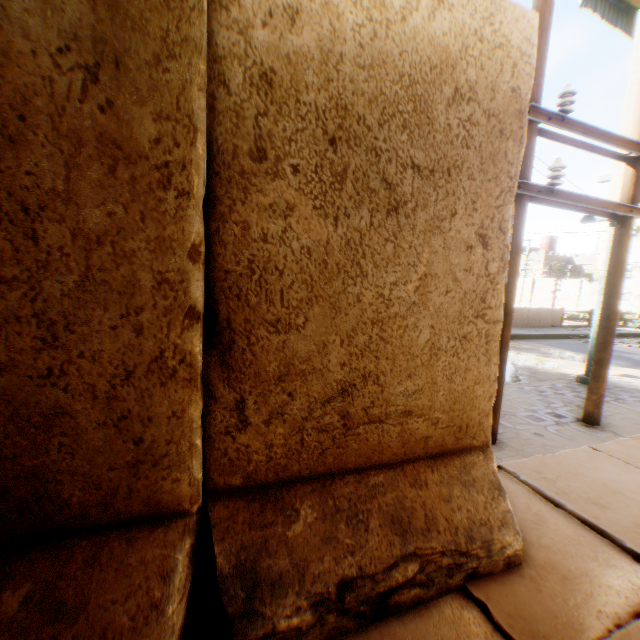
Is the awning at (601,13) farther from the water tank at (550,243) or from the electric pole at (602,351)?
the water tank at (550,243)

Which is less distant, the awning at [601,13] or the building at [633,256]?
the awning at [601,13]

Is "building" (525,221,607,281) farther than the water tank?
No

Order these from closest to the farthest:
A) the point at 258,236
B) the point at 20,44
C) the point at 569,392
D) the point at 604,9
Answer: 1. the point at 20,44
2. the point at 258,236
3. the point at 569,392
4. the point at 604,9

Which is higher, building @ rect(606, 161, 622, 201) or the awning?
the awning

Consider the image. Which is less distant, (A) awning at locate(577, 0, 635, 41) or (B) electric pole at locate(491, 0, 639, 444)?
(B) electric pole at locate(491, 0, 639, 444)

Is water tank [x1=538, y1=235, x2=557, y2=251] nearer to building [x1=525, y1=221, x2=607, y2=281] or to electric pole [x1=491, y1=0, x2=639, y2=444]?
building [x1=525, y1=221, x2=607, y2=281]

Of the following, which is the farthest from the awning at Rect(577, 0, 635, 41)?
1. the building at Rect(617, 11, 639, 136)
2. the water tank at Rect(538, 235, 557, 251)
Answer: the water tank at Rect(538, 235, 557, 251)
